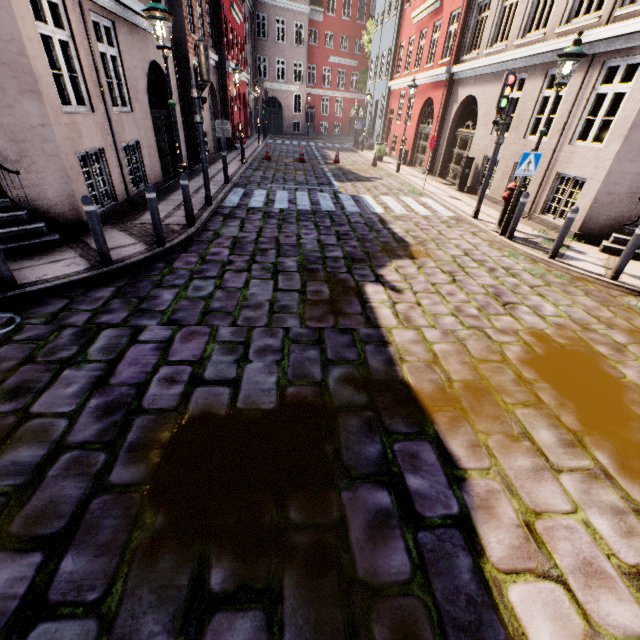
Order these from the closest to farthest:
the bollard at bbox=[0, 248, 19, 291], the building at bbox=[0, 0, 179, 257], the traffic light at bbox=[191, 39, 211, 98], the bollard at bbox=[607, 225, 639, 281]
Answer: the bollard at bbox=[0, 248, 19, 291]
the building at bbox=[0, 0, 179, 257]
the bollard at bbox=[607, 225, 639, 281]
the traffic light at bbox=[191, 39, 211, 98]

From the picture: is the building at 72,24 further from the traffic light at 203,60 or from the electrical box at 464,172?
the traffic light at 203,60

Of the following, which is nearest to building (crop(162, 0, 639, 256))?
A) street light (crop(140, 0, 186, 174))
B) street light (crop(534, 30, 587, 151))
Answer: street light (crop(534, 30, 587, 151))

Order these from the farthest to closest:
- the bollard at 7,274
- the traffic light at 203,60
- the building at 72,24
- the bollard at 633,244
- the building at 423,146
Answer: the building at 423,146 < the traffic light at 203,60 < the bollard at 633,244 < the building at 72,24 < the bollard at 7,274

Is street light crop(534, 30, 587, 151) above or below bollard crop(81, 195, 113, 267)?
above

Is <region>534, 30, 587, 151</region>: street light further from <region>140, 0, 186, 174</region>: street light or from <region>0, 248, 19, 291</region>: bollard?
<region>140, 0, 186, 174</region>: street light

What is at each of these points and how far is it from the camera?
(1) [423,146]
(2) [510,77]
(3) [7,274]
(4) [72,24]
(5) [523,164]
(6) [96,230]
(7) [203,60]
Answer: (1) building, 17.8 meters
(2) traffic light, 7.8 meters
(3) bollard, 4.4 meters
(4) building, 6.1 meters
(5) sign, 7.3 meters
(6) bollard, 5.0 meters
(7) traffic light, 7.2 meters

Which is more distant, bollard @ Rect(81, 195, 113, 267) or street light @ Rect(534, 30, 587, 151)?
street light @ Rect(534, 30, 587, 151)
